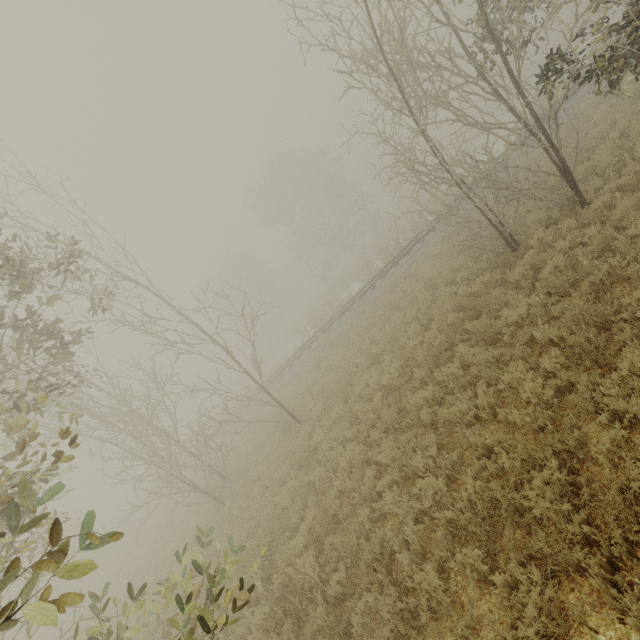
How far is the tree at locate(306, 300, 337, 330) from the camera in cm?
2575

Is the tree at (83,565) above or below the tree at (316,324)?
above

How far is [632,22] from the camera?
5.8m

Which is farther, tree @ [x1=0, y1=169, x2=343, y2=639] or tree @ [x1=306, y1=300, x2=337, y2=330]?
tree @ [x1=306, y1=300, x2=337, y2=330]

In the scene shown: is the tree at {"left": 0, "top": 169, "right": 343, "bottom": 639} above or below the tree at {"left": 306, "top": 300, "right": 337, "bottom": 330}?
above

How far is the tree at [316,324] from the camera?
25.75m
